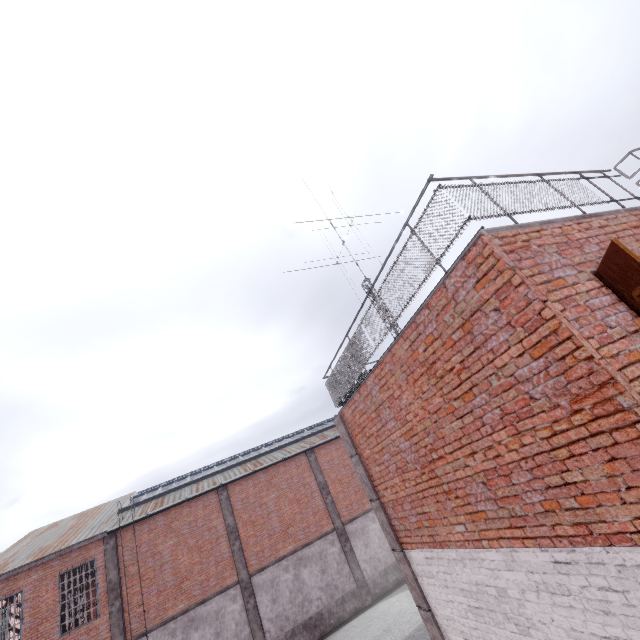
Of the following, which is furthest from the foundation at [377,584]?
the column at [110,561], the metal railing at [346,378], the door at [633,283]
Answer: the door at [633,283]

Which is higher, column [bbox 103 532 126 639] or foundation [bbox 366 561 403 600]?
column [bbox 103 532 126 639]

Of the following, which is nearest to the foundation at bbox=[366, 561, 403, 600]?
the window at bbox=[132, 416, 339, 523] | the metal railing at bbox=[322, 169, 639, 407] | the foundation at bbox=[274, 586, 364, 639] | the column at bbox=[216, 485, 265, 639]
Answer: the foundation at bbox=[274, 586, 364, 639]

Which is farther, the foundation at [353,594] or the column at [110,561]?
the foundation at [353,594]

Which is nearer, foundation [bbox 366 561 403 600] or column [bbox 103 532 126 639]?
column [bbox 103 532 126 639]

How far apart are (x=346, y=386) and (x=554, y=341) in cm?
492

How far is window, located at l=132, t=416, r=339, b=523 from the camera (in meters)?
18.86

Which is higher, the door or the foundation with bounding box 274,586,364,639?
the door
